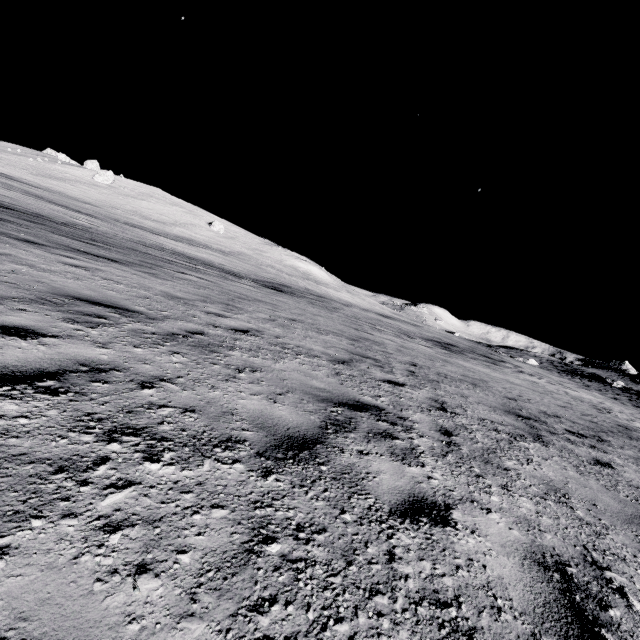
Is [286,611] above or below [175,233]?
Answer: below
